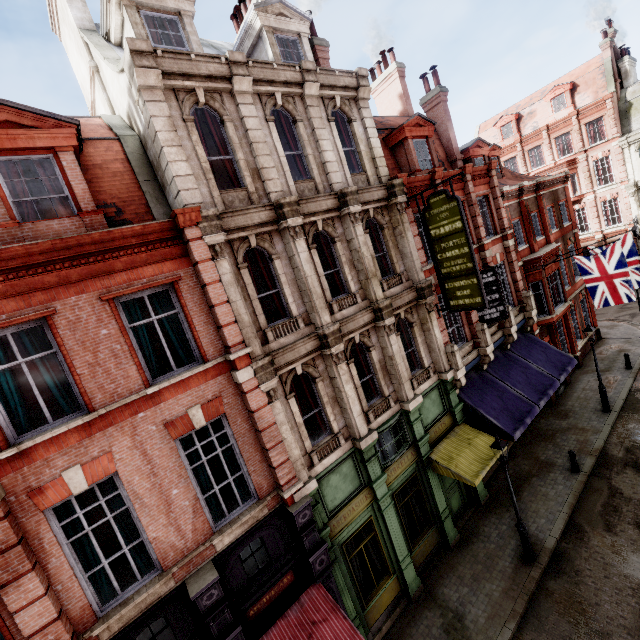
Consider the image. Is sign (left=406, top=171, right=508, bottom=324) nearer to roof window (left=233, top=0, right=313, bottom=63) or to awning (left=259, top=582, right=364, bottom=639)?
roof window (left=233, top=0, right=313, bottom=63)

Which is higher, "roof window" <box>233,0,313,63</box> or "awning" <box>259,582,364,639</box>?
"roof window" <box>233,0,313,63</box>

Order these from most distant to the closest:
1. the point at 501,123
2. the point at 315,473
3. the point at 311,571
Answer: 1. the point at 501,123
2. the point at 315,473
3. the point at 311,571

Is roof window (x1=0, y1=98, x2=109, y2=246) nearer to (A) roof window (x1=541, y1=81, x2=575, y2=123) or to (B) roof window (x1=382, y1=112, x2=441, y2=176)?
(B) roof window (x1=382, y1=112, x2=441, y2=176)

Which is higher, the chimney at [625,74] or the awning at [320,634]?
the chimney at [625,74]

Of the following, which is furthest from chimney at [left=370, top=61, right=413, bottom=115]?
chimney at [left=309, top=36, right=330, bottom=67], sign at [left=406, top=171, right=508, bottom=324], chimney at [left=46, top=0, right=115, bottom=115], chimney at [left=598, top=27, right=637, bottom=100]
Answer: chimney at [left=598, top=27, right=637, bottom=100]

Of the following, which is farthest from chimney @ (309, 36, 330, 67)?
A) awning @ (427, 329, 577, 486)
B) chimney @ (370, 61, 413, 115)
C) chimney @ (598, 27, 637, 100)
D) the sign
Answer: chimney @ (598, 27, 637, 100)

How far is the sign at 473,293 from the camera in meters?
11.2
